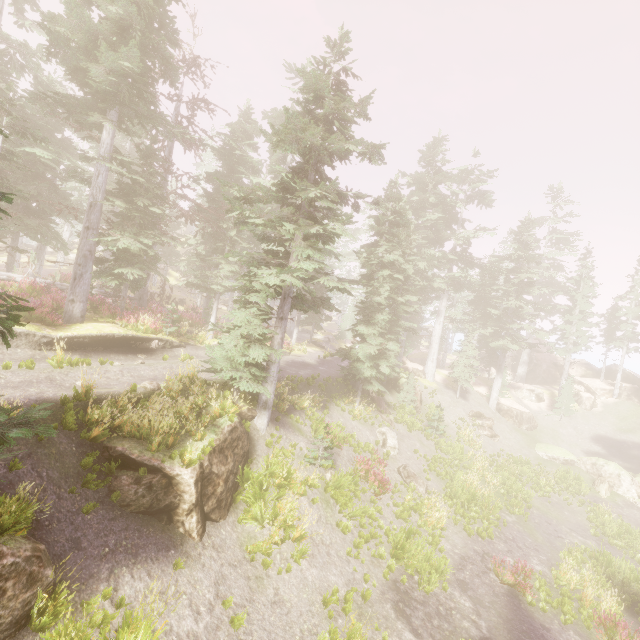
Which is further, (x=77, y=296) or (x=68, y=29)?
(x=77, y=296)

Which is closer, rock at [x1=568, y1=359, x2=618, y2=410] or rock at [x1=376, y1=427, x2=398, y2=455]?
rock at [x1=376, y1=427, x2=398, y2=455]

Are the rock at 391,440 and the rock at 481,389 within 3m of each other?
no

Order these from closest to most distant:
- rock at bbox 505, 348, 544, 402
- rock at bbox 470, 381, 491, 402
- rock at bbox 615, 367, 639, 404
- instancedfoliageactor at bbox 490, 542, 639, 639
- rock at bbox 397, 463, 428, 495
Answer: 1. instancedfoliageactor at bbox 490, 542, 639, 639
2. rock at bbox 397, 463, 428, 495
3. rock at bbox 470, 381, 491, 402
4. rock at bbox 615, 367, 639, 404
5. rock at bbox 505, 348, 544, 402

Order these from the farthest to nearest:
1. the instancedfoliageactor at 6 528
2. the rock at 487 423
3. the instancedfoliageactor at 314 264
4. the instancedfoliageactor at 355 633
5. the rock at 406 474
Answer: the rock at 487 423, the rock at 406 474, the instancedfoliageactor at 314 264, the instancedfoliageactor at 355 633, the instancedfoliageactor at 6 528

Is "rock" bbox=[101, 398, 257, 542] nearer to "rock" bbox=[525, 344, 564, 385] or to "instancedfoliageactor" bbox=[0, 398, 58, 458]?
"instancedfoliageactor" bbox=[0, 398, 58, 458]

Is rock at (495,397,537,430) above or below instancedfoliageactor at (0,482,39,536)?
below

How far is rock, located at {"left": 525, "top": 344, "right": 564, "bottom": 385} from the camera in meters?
43.6
